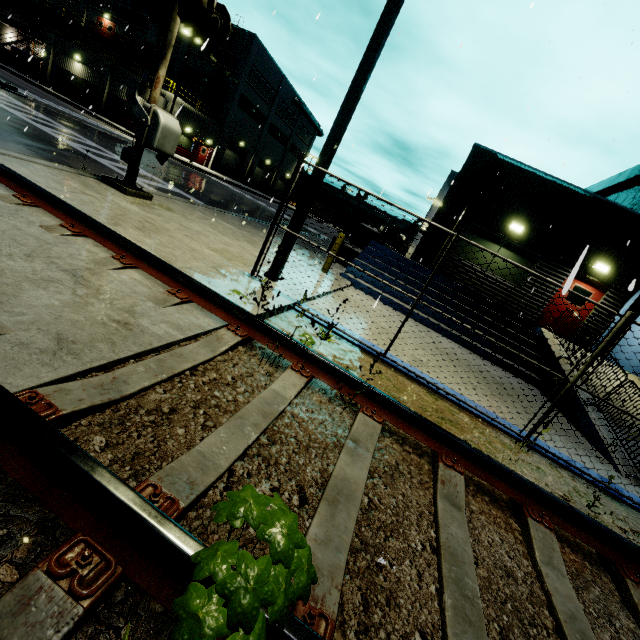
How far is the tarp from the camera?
34.34m

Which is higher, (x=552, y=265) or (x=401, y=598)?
(x=552, y=265)

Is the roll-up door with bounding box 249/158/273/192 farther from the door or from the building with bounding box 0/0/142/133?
the door

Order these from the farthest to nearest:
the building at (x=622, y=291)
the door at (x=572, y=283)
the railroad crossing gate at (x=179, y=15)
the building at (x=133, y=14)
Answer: the building at (x=133, y=14), the building at (x=622, y=291), the railroad crossing gate at (x=179, y=15), the door at (x=572, y=283)

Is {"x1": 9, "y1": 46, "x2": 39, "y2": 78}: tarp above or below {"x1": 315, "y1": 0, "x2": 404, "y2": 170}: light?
below

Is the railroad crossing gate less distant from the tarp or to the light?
the light

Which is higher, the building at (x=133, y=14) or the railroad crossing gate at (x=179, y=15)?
the building at (x=133, y=14)

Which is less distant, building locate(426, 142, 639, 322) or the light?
the light
